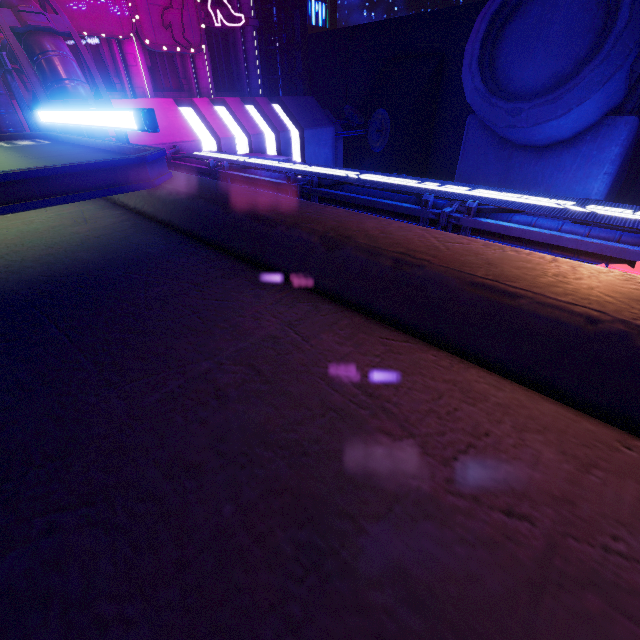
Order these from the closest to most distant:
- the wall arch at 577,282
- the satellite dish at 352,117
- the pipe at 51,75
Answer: the wall arch at 577,282, the pipe at 51,75, the satellite dish at 352,117

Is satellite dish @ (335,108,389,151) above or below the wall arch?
above

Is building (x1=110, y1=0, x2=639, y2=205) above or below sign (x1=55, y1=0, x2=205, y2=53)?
above

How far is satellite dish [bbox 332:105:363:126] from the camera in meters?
29.2

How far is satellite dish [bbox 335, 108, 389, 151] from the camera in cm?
2936

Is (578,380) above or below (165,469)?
above

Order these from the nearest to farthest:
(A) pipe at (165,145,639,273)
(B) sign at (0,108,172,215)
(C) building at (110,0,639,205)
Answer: (B) sign at (0,108,172,215)
(A) pipe at (165,145,639,273)
(C) building at (110,0,639,205)

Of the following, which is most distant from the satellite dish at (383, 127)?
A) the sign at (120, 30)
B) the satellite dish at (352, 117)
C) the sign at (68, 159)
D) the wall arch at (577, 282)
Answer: the sign at (68, 159)
